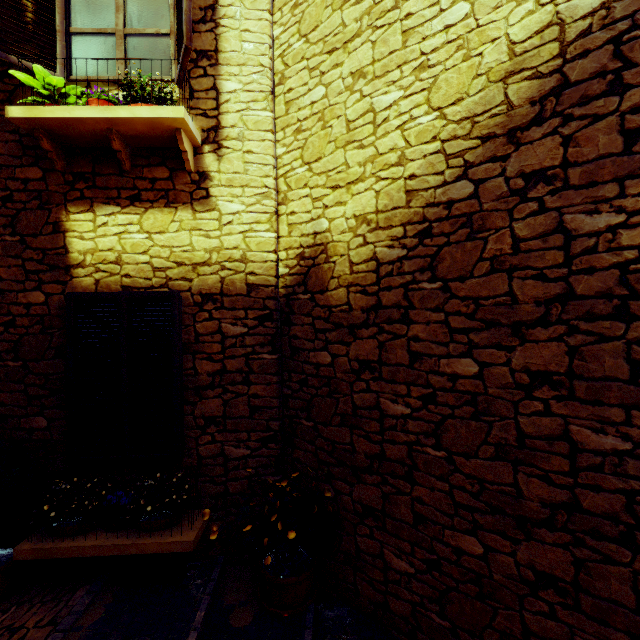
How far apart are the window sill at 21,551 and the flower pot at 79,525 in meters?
0.1 m

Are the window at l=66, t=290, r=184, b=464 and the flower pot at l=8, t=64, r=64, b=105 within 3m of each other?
yes

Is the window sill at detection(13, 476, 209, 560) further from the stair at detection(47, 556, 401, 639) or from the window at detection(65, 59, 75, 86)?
the window at detection(65, 59, 75, 86)

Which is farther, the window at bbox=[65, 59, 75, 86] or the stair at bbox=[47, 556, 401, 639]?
the window at bbox=[65, 59, 75, 86]

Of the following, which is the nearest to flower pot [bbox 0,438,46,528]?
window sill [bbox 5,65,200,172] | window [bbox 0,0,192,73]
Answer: window sill [bbox 5,65,200,172]

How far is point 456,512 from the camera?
2.3m

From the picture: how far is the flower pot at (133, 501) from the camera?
2.9 meters

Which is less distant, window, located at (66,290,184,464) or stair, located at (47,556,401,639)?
stair, located at (47,556,401,639)
